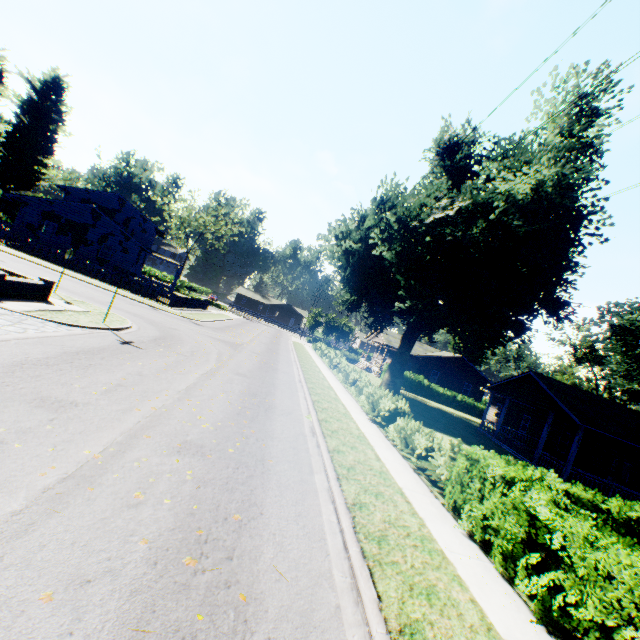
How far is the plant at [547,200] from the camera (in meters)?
17.88

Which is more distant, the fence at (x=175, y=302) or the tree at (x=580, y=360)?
the tree at (x=580, y=360)

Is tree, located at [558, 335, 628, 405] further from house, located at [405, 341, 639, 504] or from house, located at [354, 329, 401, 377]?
house, located at [354, 329, 401, 377]

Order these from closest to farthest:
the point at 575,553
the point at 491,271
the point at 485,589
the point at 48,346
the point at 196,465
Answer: the point at 575,553
the point at 485,589
the point at 196,465
the point at 48,346
the point at 491,271

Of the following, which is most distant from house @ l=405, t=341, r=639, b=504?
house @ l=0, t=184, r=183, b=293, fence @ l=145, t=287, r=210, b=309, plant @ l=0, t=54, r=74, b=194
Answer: house @ l=0, t=184, r=183, b=293

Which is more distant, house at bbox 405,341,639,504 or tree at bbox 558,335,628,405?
tree at bbox 558,335,628,405

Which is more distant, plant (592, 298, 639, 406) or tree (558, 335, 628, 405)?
tree (558, 335, 628, 405)

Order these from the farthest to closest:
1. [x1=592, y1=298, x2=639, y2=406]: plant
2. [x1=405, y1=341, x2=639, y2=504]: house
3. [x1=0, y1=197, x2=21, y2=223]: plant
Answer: [x1=0, y1=197, x2=21, y2=223]: plant < [x1=592, y1=298, x2=639, y2=406]: plant < [x1=405, y1=341, x2=639, y2=504]: house
